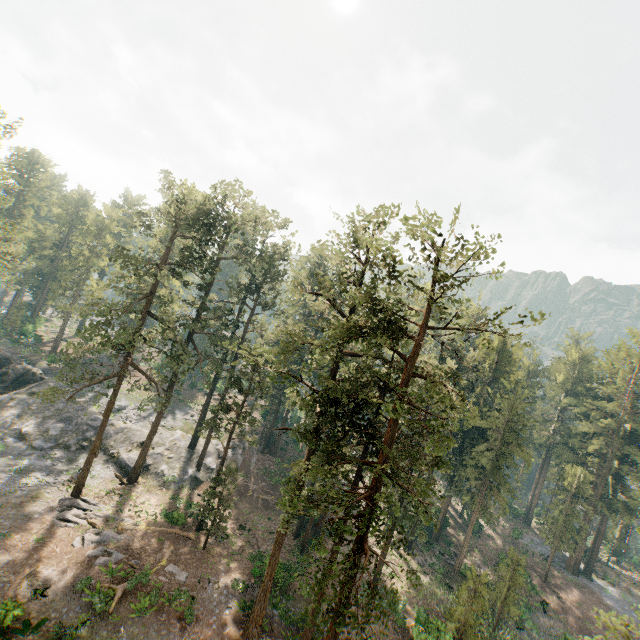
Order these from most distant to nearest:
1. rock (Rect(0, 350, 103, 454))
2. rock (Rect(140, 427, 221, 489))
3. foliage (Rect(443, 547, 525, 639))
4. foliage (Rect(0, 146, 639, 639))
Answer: rock (Rect(140, 427, 221, 489)), rock (Rect(0, 350, 103, 454)), foliage (Rect(443, 547, 525, 639)), foliage (Rect(0, 146, 639, 639))

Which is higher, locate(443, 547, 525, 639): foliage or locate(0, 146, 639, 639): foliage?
locate(0, 146, 639, 639): foliage

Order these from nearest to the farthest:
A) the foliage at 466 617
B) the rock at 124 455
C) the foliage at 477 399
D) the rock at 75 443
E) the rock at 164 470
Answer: the foliage at 477 399 < the foliage at 466 617 < the rock at 75 443 < the rock at 124 455 < the rock at 164 470

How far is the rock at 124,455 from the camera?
35.1 meters

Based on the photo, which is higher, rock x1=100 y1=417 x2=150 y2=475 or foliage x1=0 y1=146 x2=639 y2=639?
foliage x1=0 y1=146 x2=639 y2=639

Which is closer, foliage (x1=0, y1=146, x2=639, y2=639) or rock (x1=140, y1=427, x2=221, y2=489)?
foliage (x1=0, y1=146, x2=639, y2=639)

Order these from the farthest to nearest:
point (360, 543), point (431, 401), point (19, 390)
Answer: point (431, 401)
point (19, 390)
point (360, 543)
